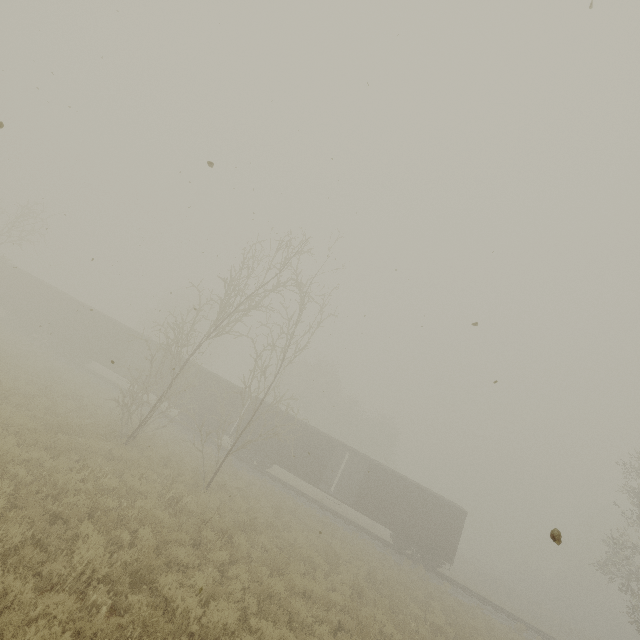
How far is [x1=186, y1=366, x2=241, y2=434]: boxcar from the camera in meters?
25.9 m

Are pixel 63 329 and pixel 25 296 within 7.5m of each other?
yes

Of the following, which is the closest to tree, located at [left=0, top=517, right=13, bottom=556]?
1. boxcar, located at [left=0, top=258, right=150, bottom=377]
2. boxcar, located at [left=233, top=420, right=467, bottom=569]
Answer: boxcar, located at [left=233, top=420, right=467, bottom=569]

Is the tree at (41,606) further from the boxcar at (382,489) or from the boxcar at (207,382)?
the boxcar at (207,382)

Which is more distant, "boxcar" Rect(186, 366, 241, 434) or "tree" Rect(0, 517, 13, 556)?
"boxcar" Rect(186, 366, 241, 434)

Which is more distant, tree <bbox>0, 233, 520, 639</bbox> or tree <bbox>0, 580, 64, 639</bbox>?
tree <bbox>0, 233, 520, 639</bbox>
